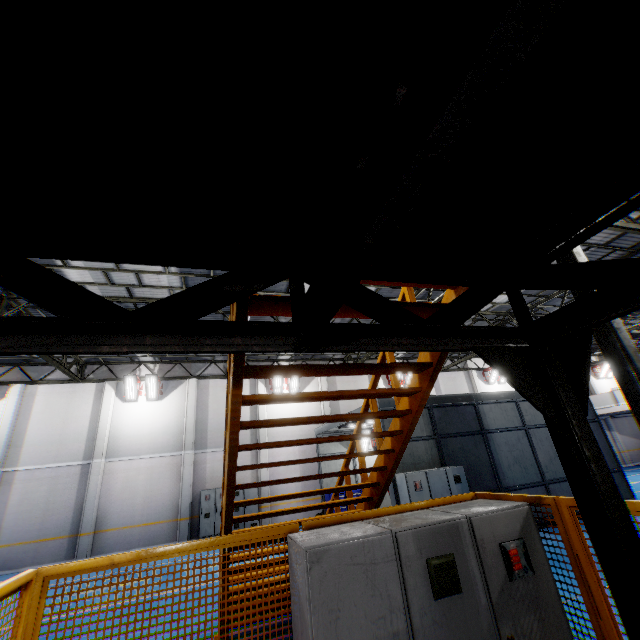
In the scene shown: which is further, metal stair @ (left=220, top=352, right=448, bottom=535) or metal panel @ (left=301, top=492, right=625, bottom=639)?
metal stair @ (left=220, top=352, right=448, bottom=535)

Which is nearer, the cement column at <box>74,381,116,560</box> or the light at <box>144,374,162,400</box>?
the cement column at <box>74,381,116,560</box>

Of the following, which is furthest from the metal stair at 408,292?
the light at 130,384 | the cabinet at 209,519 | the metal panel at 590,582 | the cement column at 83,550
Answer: the light at 130,384

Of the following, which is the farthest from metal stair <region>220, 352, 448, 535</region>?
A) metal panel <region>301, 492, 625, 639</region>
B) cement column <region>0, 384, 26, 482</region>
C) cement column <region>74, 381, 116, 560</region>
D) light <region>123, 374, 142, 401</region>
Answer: cement column <region>0, 384, 26, 482</region>

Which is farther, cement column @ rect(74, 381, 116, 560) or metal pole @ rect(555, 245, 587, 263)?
cement column @ rect(74, 381, 116, 560)

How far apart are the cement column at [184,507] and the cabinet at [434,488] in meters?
11.4

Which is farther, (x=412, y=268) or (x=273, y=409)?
(x=273, y=409)

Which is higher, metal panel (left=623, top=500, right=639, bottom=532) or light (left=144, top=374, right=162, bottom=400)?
light (left=144, top=374, right=162, bottom=400)
